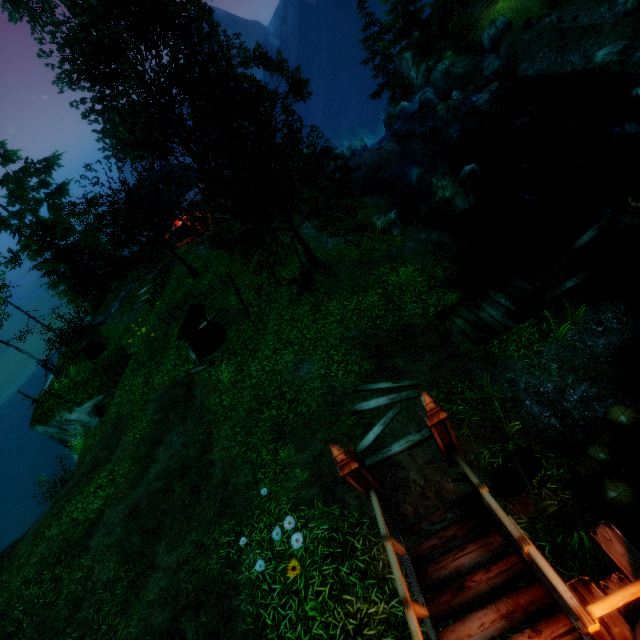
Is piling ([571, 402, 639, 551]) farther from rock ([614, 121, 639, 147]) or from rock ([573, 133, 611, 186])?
rock ([614, 121, 639, 147])

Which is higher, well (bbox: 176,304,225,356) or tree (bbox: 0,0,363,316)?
tree (bbox: 0,0,363,316)

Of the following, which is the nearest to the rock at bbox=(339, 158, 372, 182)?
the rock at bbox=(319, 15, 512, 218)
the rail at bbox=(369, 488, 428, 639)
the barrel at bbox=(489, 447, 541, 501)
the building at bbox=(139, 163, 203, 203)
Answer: the rock at bbox=(319, 15, 512, 218)

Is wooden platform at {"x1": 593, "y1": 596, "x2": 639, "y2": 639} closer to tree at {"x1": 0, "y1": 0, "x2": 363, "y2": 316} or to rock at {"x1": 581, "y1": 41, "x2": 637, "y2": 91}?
tree at {"x1": 0, "y1": 0, "x2": 363, "y2": 316}

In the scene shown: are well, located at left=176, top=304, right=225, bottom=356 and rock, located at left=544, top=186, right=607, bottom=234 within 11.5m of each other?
no

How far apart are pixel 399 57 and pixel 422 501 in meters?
46.9 m

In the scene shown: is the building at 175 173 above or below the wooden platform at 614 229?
above

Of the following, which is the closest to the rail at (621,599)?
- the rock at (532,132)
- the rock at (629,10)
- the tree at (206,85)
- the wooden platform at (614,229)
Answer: the wooden platform at (614,229)
